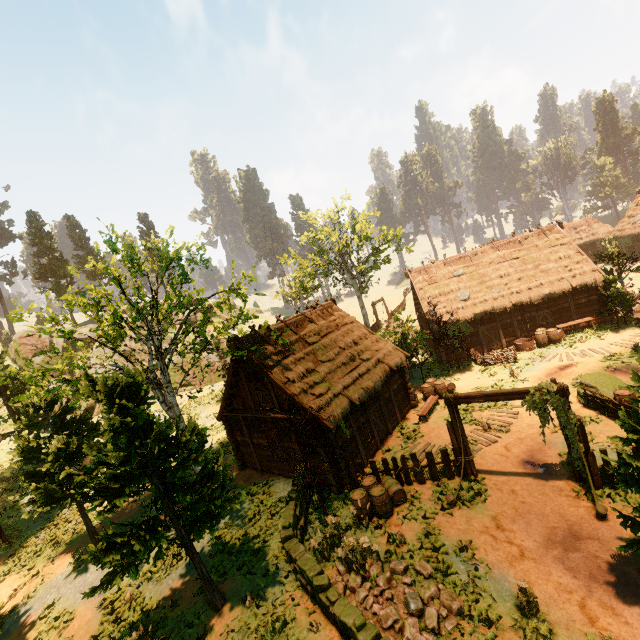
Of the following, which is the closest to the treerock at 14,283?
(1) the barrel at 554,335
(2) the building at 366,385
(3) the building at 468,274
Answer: (3) the building at 468,274

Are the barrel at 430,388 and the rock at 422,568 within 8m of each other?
no

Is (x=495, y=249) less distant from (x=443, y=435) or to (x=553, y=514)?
(x=443, y=435)

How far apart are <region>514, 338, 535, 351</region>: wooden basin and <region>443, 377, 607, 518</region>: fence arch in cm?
1332

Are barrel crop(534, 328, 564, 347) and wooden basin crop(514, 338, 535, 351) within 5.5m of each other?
yes

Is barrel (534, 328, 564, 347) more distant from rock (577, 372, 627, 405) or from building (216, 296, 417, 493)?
building (216, 296, 417, 493)

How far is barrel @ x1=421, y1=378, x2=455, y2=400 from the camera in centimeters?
1991cm

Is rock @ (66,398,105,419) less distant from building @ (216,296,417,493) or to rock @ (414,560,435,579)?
building @ (216,296,417,493)
